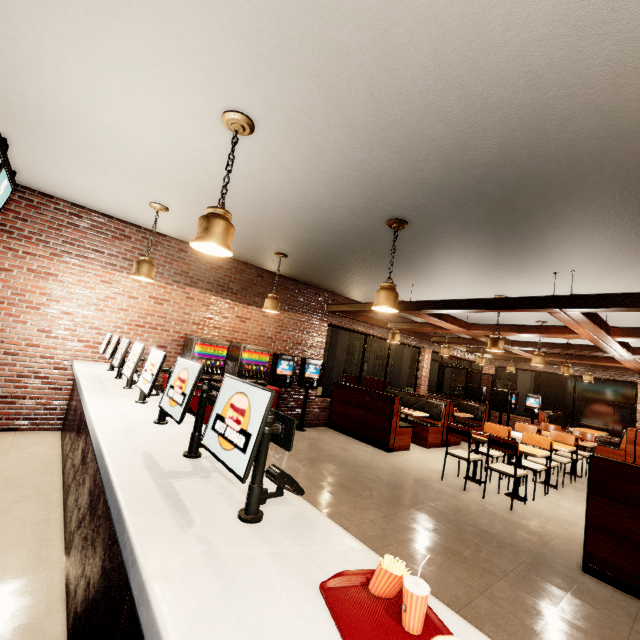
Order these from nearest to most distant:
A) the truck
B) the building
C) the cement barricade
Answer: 1. the building
2. the cement barricade
3. the truck

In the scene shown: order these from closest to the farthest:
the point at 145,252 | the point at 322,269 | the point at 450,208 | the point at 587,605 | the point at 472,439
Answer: the point at 587,605 → the point at 450,208 → the point at 145,252 → the point at 322,269 → the point at 472,439

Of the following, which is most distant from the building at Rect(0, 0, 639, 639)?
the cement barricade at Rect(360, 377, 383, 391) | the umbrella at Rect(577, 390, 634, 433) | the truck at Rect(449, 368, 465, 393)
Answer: the truck at Rect(449, 368, 465, 393)

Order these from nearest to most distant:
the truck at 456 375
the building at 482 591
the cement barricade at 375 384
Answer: the building at 482 591, the cement barricade at 375 384, the truck at 456 375

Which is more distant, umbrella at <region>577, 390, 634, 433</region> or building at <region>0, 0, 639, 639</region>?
umbrella at <region>577, 390, 634, 433</region>

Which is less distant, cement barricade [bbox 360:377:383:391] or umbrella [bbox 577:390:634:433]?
umbrella [bbox 577:390:634:433]

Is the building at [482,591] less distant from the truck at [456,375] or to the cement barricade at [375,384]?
the cement barricade at [375,384]

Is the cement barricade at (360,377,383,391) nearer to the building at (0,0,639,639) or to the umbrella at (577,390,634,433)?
the building at (0,0,639,639)
